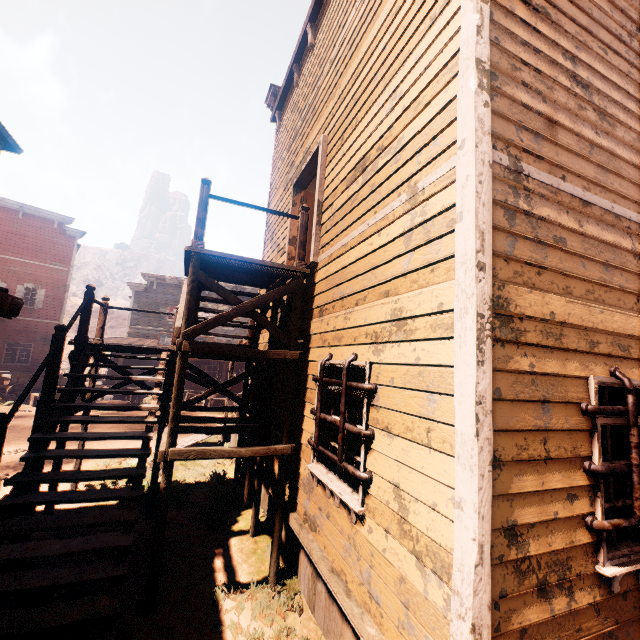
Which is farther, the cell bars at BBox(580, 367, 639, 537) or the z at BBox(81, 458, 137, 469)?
the z at BBox(81, 458, 137, 469)

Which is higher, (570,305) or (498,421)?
(570,305)

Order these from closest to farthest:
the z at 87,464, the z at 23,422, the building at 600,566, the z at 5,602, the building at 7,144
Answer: the building at 600,566 < the z at 5,602 < the building at 7,144 < the z at 23,422 < the z at 87,464

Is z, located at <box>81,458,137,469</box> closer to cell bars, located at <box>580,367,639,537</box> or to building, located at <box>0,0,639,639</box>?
building, located at <box>0,0,639,639</box>

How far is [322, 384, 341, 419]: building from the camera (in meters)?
4.17

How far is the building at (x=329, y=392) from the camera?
4.17m
